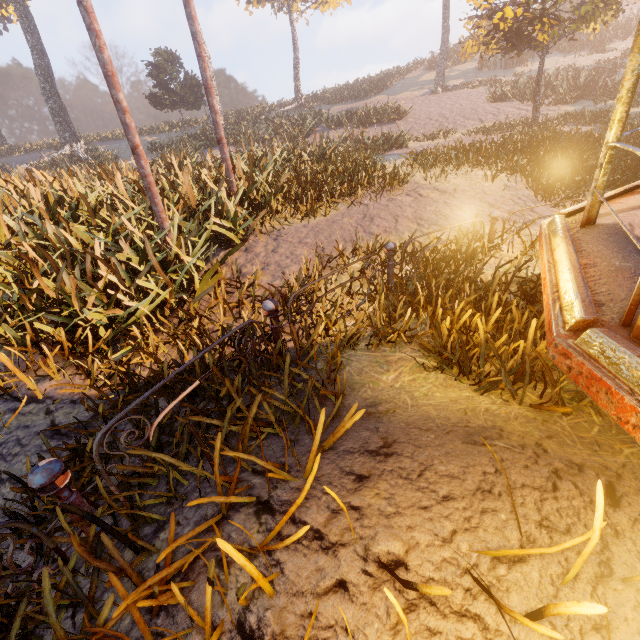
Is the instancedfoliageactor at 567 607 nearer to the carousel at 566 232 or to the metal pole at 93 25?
the carousel at 566 232

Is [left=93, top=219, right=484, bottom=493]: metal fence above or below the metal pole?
below

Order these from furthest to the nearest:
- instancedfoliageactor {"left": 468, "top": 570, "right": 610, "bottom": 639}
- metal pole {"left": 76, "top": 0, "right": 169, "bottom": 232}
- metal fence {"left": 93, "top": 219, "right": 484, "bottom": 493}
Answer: metal pole {"left": 76, "top": 0, "right": 169, "bottom": 232}
metal fence {"left": 93, "top": 219, "right": 484, "bottom": 493}
instancedfoliageactor {"left": 468, "top": 570, "right": 610, "bottom": 639}

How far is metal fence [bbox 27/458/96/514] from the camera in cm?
167

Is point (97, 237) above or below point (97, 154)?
below

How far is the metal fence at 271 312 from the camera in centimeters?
201cm

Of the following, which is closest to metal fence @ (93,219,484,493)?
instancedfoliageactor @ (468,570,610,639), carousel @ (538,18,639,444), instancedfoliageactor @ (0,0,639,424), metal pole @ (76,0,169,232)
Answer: carousel @ (538,18,639,444)
